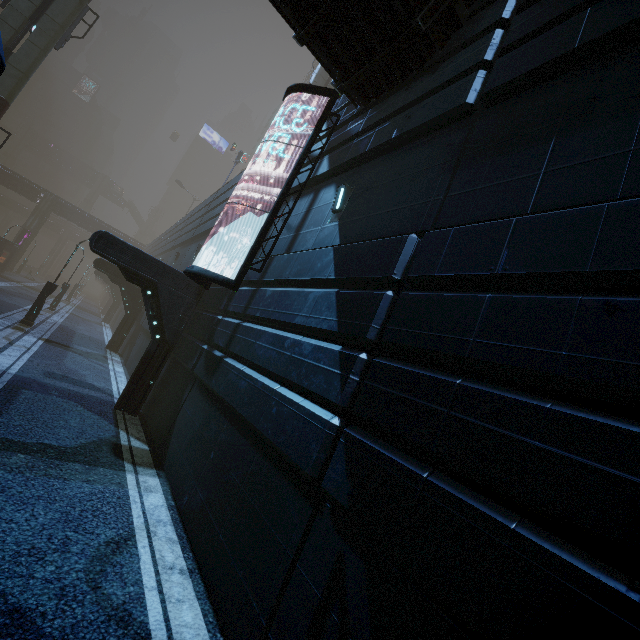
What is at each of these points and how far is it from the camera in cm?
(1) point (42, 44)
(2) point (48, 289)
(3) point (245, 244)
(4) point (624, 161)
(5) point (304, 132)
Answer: (1) sm, 1775
(2) street light, 1683
(3) building, 1122
(4) building, 309
(5) building, 1138

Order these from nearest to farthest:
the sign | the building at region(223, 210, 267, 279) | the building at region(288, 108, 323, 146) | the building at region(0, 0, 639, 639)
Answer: the building at region(0, 0, 639, 639) → the sign → the building at region(223, 210, 267, 279) → the building at region(288, 108, 323, 146)

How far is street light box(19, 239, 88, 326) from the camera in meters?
16.4 m

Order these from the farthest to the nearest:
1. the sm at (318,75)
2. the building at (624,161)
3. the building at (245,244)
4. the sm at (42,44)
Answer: the sm at (318,75) → the sm at (42,44) → the building at (245,244) → the building at (624,161)

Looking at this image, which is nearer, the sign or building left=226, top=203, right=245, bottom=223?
the sign

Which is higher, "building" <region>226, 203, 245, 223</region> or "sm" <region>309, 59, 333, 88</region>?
"sm" <region>309, 59, 333, 88</region>

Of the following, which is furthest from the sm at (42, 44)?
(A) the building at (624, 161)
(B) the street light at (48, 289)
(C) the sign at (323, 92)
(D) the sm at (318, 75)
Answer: (D) the sm at (318, 75)
